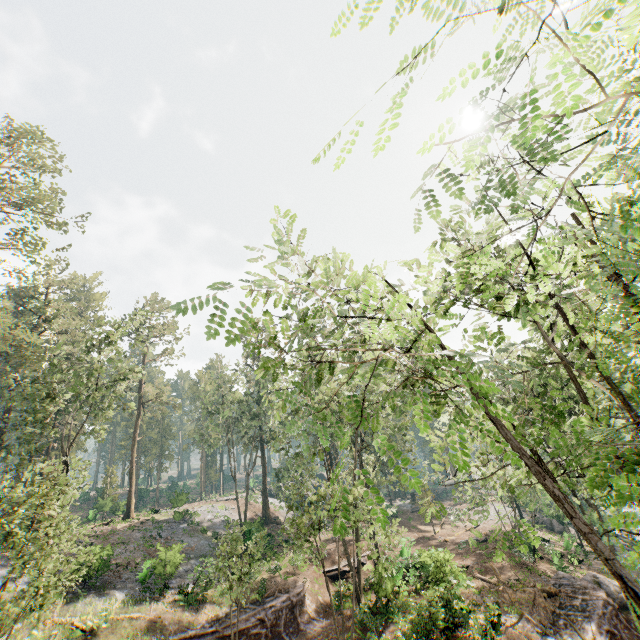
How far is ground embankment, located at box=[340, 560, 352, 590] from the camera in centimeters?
2598cm

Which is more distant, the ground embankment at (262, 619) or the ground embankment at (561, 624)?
the ground embankment at (262, 619)

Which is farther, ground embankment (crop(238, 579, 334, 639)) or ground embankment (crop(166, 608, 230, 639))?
ground embankment (crop(238, 579, 334, 639))

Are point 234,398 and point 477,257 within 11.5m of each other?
no

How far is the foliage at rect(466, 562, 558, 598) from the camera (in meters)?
4.14

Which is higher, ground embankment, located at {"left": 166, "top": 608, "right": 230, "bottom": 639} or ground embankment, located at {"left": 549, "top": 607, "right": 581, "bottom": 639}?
ground embankment, located at {"left": 166, "top": 608, "right": 230, "bottom": 639}

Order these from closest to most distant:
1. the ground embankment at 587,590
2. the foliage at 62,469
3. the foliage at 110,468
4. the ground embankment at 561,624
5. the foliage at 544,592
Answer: the foliage at 544,592, the foliage at 62,469, the ground embankment at 561,624, the ground embankment at 587,590, the foliage at 110,468

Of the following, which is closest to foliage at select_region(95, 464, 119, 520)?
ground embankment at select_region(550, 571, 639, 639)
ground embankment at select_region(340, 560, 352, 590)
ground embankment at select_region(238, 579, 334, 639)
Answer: ground embankment at select_region(550, 571, 639, 639)
